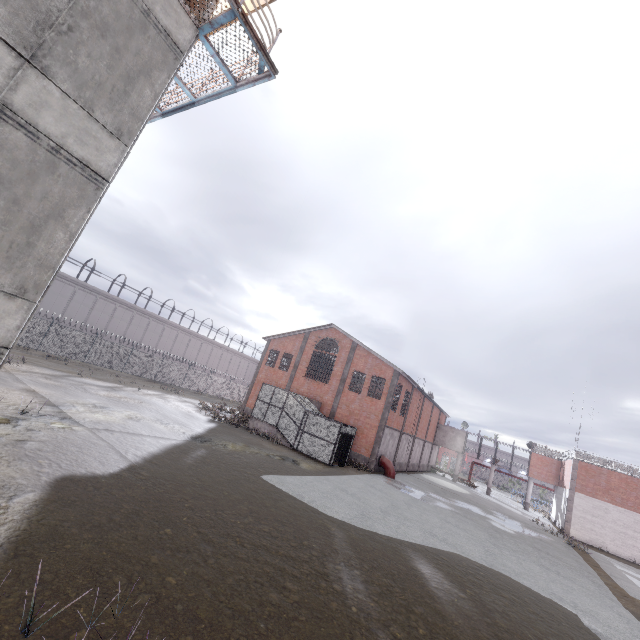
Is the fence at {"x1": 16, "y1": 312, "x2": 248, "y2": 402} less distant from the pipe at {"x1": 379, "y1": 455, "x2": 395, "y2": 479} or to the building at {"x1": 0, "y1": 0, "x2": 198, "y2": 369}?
the building at {"x1": 0, "y1": 0, "x2": 198, "y2": 369}

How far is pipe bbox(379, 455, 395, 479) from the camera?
27.6m

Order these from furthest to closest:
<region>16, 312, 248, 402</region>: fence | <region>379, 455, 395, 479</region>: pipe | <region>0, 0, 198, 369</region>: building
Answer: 1. <region>16, 312, 248, 402</region>: fence
2. <region>379, 455, 395, 479</region>: pipe
3. <region>0, 0, 198, 369</region>: building

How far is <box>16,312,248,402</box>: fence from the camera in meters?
29.1 m

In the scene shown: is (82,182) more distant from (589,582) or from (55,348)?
(55,348)

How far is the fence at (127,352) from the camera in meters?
29.1 m

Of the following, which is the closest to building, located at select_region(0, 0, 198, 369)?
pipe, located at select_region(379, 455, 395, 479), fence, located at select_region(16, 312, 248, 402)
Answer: fence, located at select_region(16, 312, 248, 402)

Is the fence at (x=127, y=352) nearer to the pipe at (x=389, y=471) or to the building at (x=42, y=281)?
the building at (x=42, y=281)
